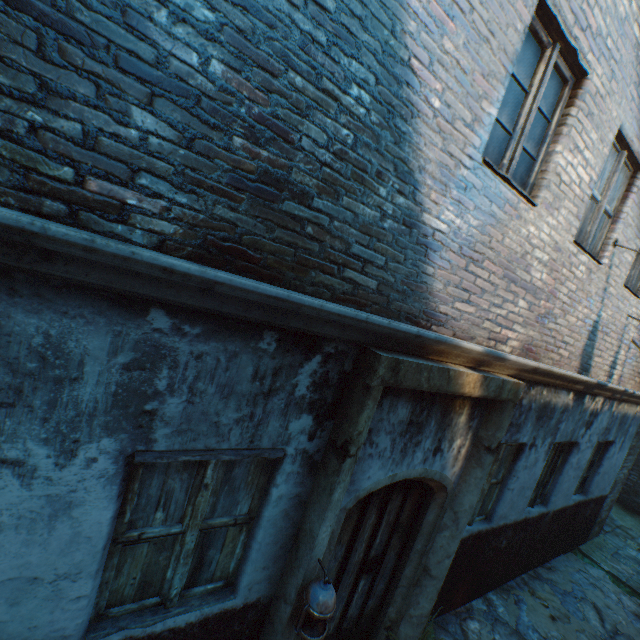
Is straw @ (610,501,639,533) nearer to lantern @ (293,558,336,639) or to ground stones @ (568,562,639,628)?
ground stones @ (568,562,639,628)

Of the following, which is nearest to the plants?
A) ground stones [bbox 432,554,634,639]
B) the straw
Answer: ground stones [bbox 432,554,634,639]

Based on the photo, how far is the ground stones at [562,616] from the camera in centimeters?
533cm

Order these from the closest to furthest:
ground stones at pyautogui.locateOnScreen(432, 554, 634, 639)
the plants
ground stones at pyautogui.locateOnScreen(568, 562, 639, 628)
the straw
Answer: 1. the plants
2. ground stones at pyautogui.locateOnScreen(432, 554, 634, 639)
3. ground stones at pyautogui.locateOnScreen(568, 562, 639, 628)
4. the straw

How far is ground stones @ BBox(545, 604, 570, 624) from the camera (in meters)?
5.33

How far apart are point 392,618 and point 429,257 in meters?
4.3 m

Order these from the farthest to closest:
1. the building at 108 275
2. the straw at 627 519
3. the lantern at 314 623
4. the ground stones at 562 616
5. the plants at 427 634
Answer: the straw at 627 519 → the ground stones at 562 616 → the plants at 427 634 → the lantern at 314 623 → the building at 108 275

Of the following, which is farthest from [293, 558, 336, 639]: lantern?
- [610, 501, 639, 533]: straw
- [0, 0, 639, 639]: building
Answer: [610, 501, 639, 533]: straw
